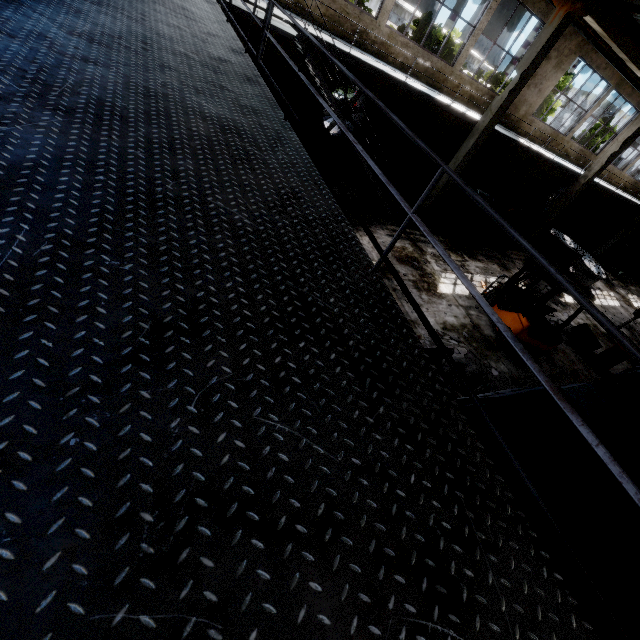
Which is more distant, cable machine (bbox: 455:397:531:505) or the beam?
the beam

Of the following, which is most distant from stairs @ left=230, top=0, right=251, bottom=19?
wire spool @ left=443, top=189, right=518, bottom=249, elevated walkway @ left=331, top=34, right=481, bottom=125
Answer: wire spool @ left=443, top=189, right=518, bottom=249

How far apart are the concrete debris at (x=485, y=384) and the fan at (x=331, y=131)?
9.7m

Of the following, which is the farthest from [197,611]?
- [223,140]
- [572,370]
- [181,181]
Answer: [572,370]

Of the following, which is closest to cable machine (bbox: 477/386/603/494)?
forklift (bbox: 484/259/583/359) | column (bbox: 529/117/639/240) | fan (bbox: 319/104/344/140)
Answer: forklift (bbox: 484/259/583/359)

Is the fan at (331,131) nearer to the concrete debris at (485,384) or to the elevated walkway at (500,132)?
the elevated walkway at (500,132)

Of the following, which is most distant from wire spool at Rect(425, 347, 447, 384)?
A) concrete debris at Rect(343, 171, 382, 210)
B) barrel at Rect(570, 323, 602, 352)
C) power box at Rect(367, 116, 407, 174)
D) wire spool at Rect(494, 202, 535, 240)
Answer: wire spool at Rect(494, 202, 535, 240)

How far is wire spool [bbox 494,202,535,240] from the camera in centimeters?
1509cm
